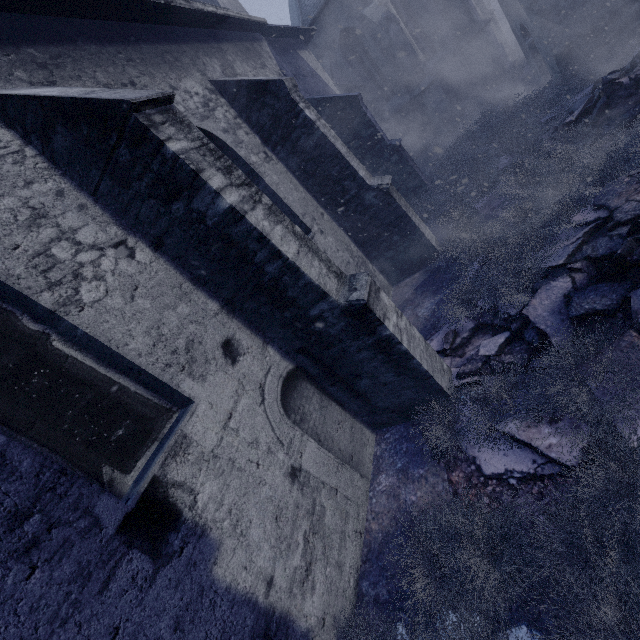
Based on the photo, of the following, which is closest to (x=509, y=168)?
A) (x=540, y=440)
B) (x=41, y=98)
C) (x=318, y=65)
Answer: (x=540, y=440)

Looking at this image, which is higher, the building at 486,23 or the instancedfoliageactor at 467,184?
the building at 486,23

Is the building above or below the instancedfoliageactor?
above
